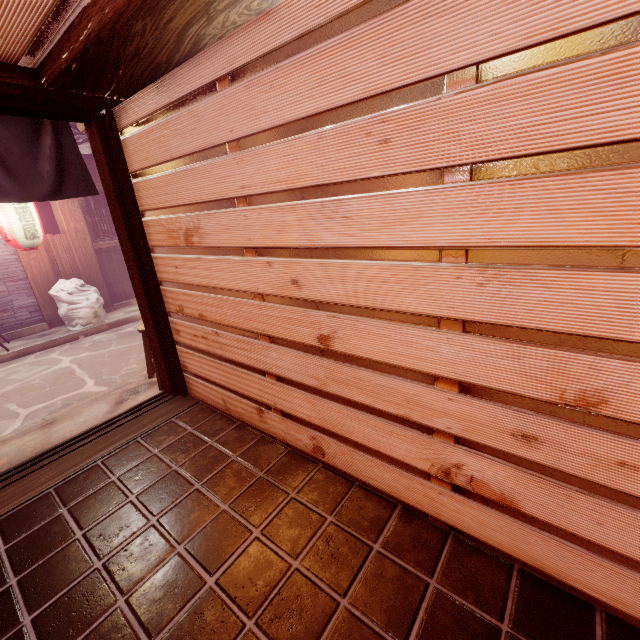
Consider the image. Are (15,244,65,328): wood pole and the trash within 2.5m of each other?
yes

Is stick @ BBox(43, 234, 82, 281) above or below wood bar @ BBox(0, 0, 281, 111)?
below

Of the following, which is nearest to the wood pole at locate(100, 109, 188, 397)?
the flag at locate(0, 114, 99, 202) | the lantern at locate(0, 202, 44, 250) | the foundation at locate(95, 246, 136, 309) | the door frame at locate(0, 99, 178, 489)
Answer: the door frame at locate(0, 99, 178, 489)

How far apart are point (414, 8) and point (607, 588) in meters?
4.8 m

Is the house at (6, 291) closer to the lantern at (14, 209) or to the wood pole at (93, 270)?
the lantern at (14, 209)

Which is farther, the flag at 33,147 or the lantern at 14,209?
the lantern at 14,209

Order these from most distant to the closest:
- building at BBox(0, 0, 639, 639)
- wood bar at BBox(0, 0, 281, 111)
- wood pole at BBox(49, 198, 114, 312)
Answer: wood pole at BBox(49, 198, 114, 312)
wood bar at BBox(0, 0, 281, 111)
building at BBox(0, 0, 639, 639)

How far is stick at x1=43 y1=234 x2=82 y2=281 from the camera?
12.05m
